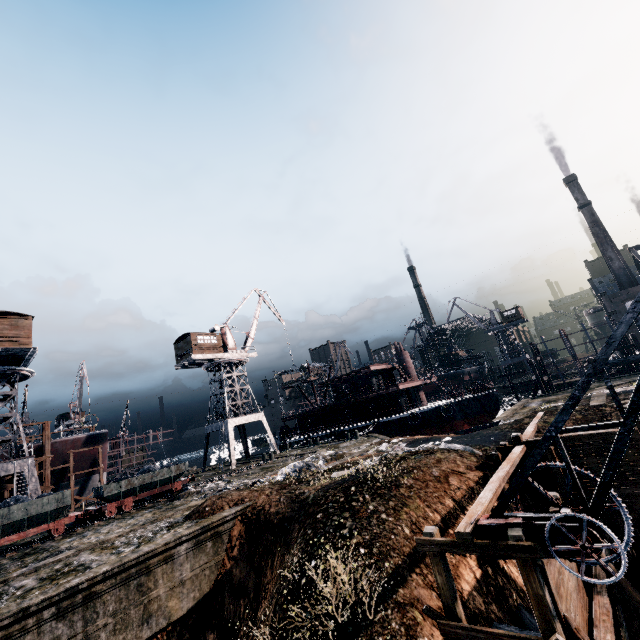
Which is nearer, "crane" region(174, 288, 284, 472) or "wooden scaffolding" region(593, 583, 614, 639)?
"wooden scaffolding" region(593, 583, 614, 639)

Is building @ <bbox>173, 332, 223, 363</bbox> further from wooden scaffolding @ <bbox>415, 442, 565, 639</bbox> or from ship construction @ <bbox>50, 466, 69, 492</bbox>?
wooden scaffolding @ <bbox>415, 442, 565, 639</bbox>

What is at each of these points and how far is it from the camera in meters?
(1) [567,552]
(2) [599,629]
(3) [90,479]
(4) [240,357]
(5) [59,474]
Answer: (1) crane, 7.0 m
(2) wooden scaffolding, 8.8 m
(3) ship construction, 39.3 m
(4) crane, 44.2 m
(5) ship construction, 37.2 m

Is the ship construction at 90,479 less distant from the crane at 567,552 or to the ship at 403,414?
the ship at 403,414

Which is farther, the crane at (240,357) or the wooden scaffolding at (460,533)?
the crane at (240,357)

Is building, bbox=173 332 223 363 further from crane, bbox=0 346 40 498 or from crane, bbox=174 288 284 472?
crane, bbox=0 346 40 498

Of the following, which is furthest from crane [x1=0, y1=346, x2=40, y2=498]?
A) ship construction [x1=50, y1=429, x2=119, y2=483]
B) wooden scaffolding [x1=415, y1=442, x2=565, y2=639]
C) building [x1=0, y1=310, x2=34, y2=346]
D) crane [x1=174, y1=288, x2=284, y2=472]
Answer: wooden scaffolding [x1=415, y1=442, x2=565, y2=639]

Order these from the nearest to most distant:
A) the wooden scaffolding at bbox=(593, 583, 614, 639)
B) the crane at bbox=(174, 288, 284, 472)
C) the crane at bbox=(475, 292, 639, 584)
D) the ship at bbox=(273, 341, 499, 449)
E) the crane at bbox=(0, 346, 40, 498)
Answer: the crane at bbox=(475, 292, 639, 584) → the wooden scaffolding at bbox=(593, 583, 614, 639) → the crane at bbox=(0, 346, 40, 498) → the ship at bbox=(273, 341, 499, 449) → the crane at bbox=(174, 288, 284, 472)
